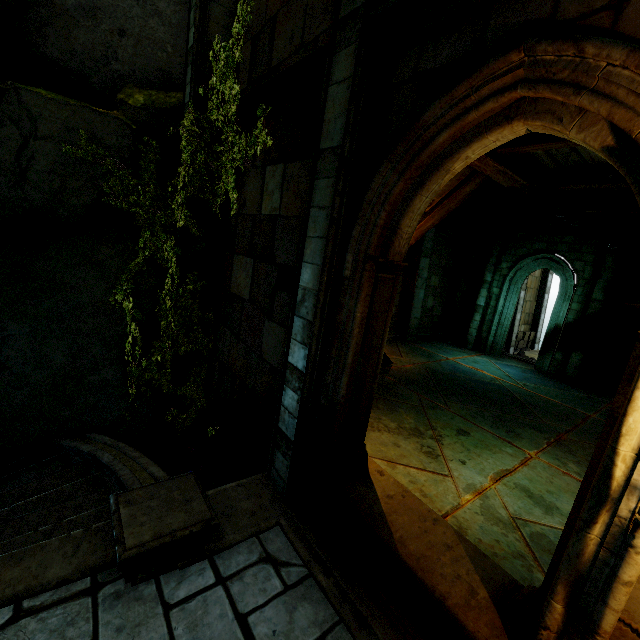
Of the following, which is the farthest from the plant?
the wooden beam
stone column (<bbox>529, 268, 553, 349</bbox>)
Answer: stone column (<bbox>529, 268, 553, 349</bbox>)

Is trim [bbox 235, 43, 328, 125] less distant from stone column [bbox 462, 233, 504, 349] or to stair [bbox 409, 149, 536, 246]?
stair [bbox 409, 149, 536, 246]

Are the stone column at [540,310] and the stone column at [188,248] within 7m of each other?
no

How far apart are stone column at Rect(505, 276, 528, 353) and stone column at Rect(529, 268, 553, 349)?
2.63m

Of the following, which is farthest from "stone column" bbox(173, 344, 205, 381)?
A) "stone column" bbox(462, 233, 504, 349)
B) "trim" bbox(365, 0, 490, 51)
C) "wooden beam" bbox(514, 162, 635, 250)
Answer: "stone column" bbox(462, 233, 504, 349)

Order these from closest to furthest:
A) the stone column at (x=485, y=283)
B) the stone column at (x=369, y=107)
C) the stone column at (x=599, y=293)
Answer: the stone column at (x=369, y=107)
the stone column at (x=599, y=293)
the stone column at (x=485, y=283)

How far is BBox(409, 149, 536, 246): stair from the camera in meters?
4.5

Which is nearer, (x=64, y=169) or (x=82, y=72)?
(x=64, y=169)
